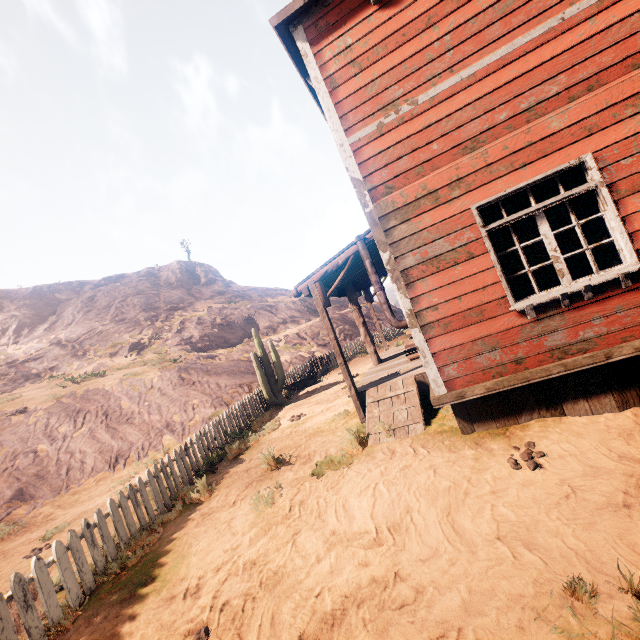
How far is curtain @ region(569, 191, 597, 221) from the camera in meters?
4.1 m

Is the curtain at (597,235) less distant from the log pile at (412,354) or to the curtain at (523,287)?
the curtain at (523,287)

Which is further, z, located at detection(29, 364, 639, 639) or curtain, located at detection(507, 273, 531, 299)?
curtain, located at detection(507, 273, 531, 299)

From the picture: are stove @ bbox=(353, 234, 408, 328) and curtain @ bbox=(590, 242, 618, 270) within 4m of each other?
yes

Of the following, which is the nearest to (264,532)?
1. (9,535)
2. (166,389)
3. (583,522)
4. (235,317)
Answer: (583,522)

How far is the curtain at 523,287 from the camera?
4.3 meters

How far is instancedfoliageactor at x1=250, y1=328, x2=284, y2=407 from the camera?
12.8m
